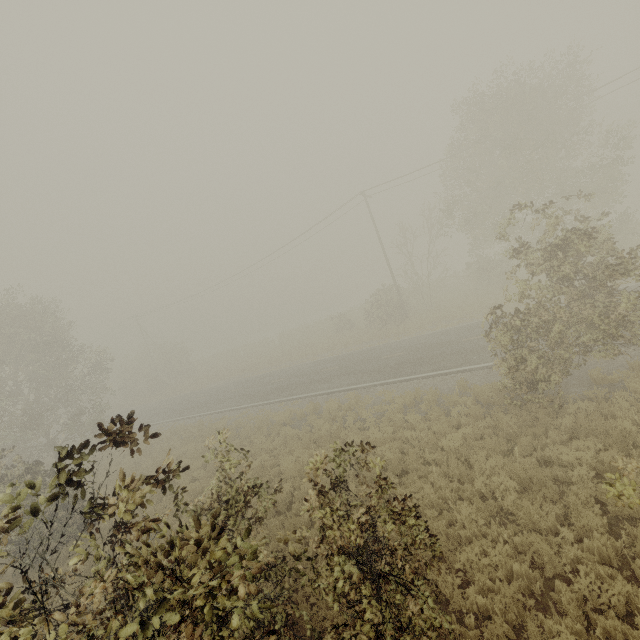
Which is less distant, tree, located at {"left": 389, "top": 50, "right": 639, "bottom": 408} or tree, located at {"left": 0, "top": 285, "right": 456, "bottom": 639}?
tree, located at {"left": 0, "top": 285, "right": 456, "bottom": 639}

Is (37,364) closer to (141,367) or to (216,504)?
(216,504)

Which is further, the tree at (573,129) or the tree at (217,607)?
the tree at (573,129)
